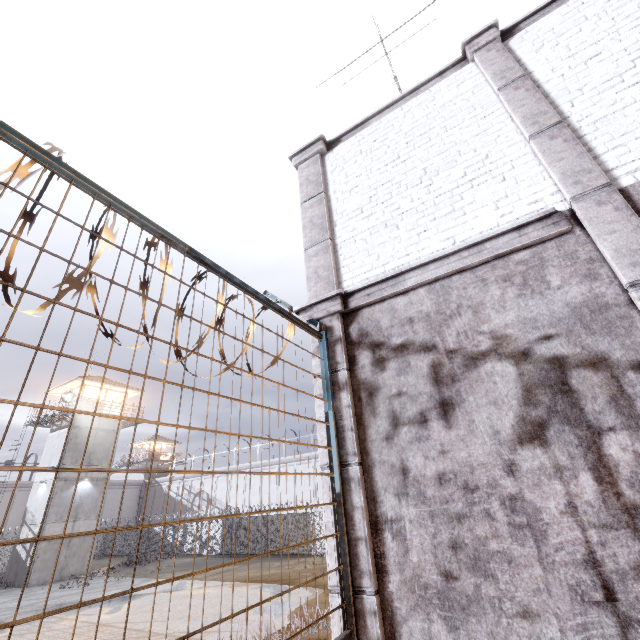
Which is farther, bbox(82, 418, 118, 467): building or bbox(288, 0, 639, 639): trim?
bbox(82, 418, 118, 467): building

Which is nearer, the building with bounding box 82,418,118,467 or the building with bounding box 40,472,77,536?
the building with bounding box 40,472,77,536

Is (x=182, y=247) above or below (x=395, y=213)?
below

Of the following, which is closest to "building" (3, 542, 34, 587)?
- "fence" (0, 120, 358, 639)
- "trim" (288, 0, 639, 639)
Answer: "fence" (0, 120, 358, 639)

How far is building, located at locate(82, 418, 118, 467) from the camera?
27.6m

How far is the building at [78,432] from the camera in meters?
26.2 m

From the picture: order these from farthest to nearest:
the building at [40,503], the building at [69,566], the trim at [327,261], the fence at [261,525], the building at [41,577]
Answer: the building at [40,503] → the building at [69,566] → the building at [41,577] → the trim at [327,261] → the fence at [261,525]
